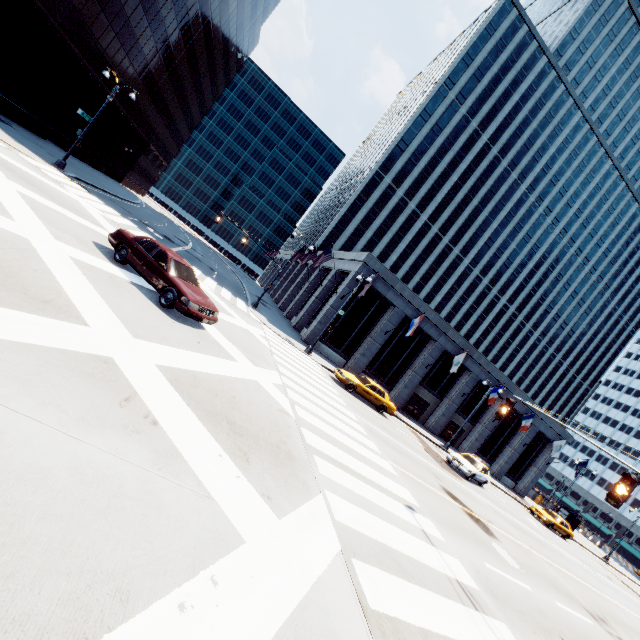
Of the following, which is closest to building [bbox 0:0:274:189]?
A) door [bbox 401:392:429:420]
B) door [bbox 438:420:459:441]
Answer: door [bbox 401:392:429:420]

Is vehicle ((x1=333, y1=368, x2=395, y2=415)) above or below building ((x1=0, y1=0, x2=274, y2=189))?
below

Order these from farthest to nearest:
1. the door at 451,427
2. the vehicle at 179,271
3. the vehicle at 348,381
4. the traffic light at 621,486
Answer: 1. the door at 451,427
2. the vehicle at 348,381
3. the vehicle at 179,271
4. the traffic light at 621,486

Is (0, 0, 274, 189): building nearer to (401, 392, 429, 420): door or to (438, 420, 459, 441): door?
(401, 392, 429, 420): door

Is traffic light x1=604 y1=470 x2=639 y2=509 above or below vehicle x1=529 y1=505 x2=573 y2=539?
above

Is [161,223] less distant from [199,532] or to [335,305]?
[335,305]

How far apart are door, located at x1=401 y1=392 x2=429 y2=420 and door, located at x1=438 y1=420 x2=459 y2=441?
3.5m

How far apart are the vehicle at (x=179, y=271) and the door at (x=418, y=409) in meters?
26.7
